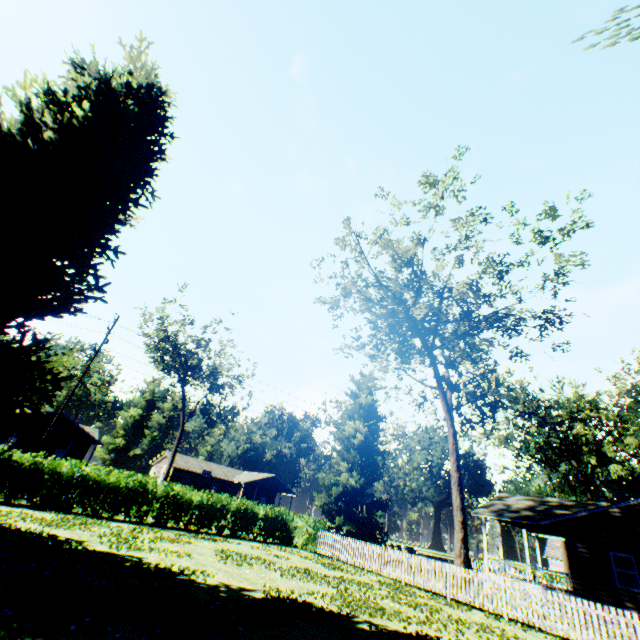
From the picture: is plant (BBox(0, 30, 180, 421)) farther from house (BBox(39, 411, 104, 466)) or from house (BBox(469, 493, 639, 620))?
house (BBox(39, 411, 104, 466))

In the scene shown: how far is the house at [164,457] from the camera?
51.7m

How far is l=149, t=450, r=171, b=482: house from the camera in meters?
51.7 m

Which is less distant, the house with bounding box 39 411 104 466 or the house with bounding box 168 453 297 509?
the house with bounding box 39 411 104 466

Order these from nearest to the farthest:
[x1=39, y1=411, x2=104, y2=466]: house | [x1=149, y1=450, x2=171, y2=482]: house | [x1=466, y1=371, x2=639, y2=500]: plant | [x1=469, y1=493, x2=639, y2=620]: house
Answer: [x1=469, y1=493, x2=639, y2=620]: house → [x1=466, y1=371, x2=639, y2=500]: plant → [x1=39, y1=411, x2=104, y2=466]: house → [x1=149, y1=450, x2=171, y2=482]: house

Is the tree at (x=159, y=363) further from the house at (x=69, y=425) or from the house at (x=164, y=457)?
the house at (x=164, y=457)

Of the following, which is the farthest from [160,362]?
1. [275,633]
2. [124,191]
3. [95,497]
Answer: [275,633]

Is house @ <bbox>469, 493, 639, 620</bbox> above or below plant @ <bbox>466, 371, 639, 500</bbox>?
below
